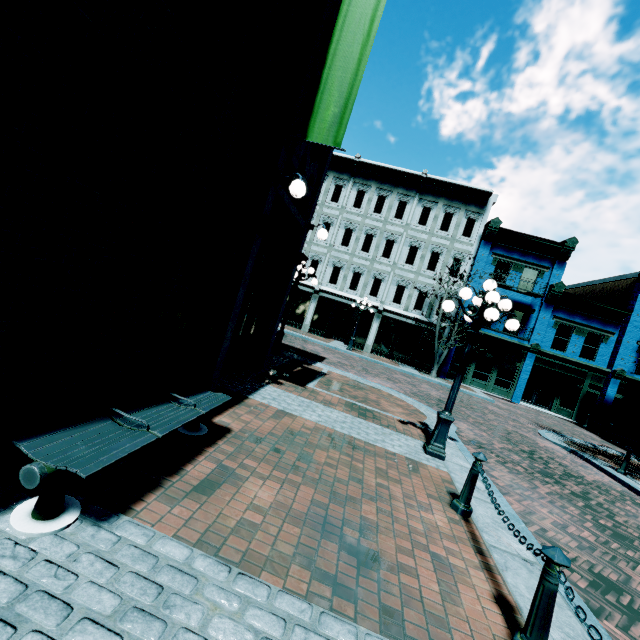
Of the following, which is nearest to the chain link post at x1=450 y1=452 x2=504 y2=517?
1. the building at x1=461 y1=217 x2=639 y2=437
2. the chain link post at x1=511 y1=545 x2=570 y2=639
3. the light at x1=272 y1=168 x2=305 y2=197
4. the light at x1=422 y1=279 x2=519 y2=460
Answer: the chain link post at x1=511 y1=545 x2=570 y2=639

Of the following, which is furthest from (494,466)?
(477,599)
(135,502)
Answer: (135,502)

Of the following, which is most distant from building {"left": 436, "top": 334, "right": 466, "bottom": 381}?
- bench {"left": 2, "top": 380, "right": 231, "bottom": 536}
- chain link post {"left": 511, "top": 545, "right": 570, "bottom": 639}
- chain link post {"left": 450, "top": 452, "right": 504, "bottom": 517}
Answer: bench {"left": 2, "top": 380, "right": 231, "bottom": 536}

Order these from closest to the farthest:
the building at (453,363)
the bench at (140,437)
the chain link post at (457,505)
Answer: the bench at (140,437), the chain link post at (457,505), the building at (453,363)

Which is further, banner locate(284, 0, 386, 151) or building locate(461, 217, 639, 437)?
→ building locate(461, 217, 639, 437)

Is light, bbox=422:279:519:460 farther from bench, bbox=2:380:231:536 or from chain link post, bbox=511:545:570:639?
bench, bbox=2:380:231:536

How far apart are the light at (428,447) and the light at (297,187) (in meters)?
3.47

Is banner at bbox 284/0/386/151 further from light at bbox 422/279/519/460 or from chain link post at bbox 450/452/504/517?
chain link post at bbox 450/452/504/517
